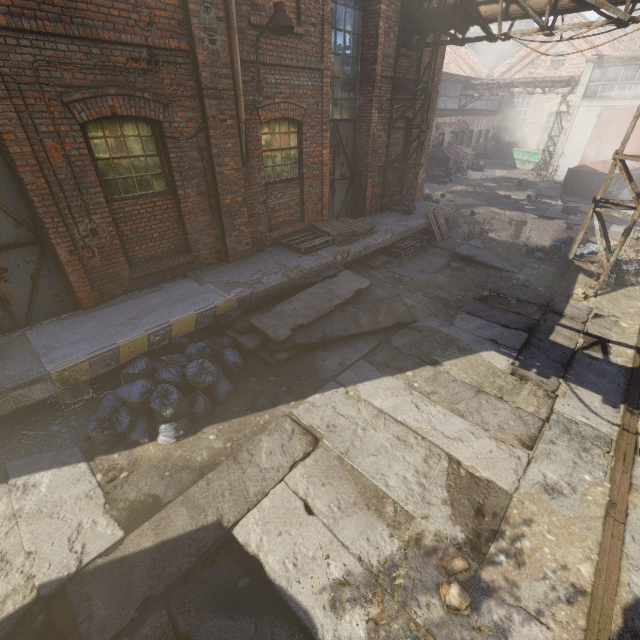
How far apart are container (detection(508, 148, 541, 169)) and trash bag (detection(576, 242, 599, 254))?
20.1m

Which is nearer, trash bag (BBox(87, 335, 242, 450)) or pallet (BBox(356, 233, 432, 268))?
trash bag (BBox(87, 335, 242, 450))

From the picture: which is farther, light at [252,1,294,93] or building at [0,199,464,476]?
light at [252,1,294,93]

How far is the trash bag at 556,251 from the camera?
9.34m

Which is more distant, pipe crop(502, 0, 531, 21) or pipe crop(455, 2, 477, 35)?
pipe crop(455, 2, 477, 35)

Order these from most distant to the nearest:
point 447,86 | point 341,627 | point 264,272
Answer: point 447,86
point 264,272
point 341,627

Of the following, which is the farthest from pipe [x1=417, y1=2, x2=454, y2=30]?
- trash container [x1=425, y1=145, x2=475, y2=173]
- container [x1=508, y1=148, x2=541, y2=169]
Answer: container [x1=508, y1=148, x2=541, y2=169]

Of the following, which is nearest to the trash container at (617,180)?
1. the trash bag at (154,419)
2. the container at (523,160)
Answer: the container at (523,160)
